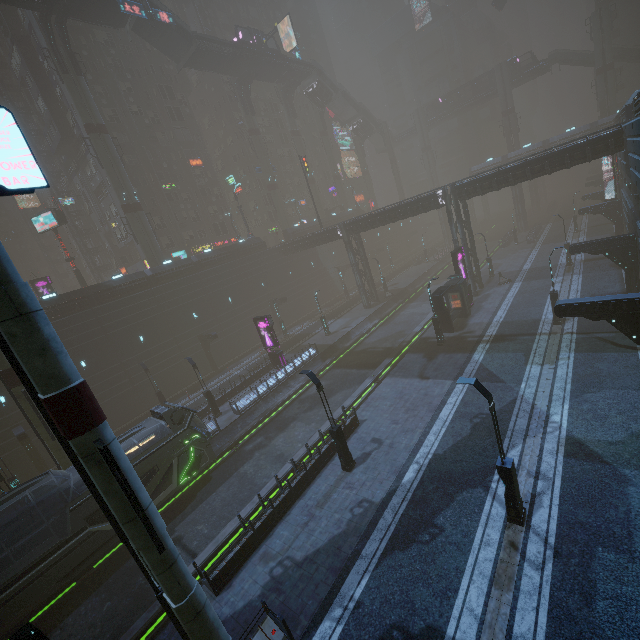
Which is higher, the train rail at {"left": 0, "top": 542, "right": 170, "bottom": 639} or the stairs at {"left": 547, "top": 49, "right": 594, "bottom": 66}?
the stairs at {"left": 547, "top": 49, "right": 594, "bottom": 66}

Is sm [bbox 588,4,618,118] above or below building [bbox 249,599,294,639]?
above

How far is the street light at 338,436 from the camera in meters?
15.5 m

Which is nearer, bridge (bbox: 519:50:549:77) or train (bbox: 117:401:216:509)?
train (bbox: 117:401:216:509)

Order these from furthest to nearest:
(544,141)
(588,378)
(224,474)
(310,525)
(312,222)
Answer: (312,222)
(544,141)
(224,474)
(588,378)
(310,525)

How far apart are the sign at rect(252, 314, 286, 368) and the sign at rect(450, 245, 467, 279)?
18.06m

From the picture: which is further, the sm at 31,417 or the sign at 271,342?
the sign at 271,342

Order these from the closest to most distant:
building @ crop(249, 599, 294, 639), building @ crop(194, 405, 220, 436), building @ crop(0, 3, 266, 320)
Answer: building @ crop(249, 599, 294, 639) → building @ crop(194, 405, 220, 436) → building @ crop(0, 3, 266, 320)
